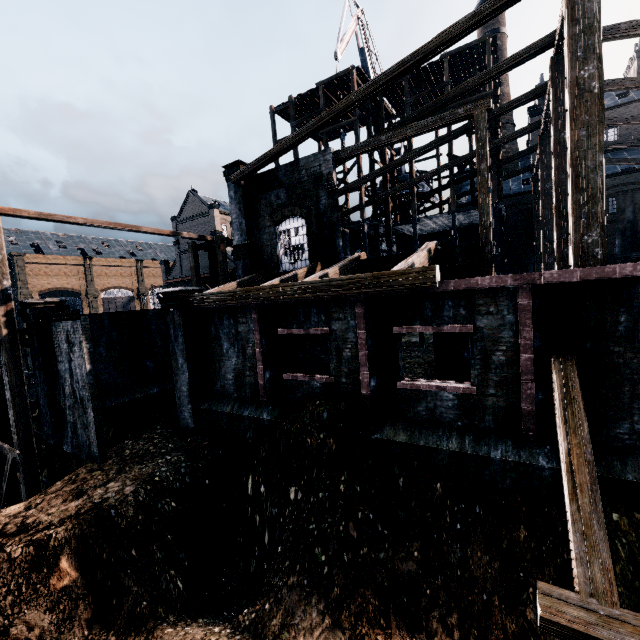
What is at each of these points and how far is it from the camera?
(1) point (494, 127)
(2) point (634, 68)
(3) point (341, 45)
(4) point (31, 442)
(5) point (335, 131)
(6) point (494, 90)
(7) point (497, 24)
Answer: (1) wooden scaffolding, 25.4m
(2) chimney, 37.0m
(3) crane, 28.8m
(4) wooden scaffolding, 14.2m
(5) wooden scaffolding, 34.8m
(6) wooden scaffolding, 23.1m
(7) chimney, 43.1m

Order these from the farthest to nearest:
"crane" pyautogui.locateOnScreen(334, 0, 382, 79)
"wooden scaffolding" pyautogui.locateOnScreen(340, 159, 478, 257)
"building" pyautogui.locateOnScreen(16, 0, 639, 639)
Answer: "crane" pyautogui.locateOnScreen(334, 0, 382, 79)
"wooden scaffolding" pyautogui.locateOnScreen(340, 159, 478, 257)
"building" pyautogui.locateOnScreen(16, 0, 639, 639)

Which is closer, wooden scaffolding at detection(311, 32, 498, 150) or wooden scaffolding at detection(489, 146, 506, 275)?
wooden scaffolding at detection(489, 146, 506, 275)

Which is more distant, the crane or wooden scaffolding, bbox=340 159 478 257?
the crane

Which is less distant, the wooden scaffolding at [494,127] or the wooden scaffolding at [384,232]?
the wooden scaffolding at [494,127]

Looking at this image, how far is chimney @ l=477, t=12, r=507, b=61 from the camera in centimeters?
4303cm

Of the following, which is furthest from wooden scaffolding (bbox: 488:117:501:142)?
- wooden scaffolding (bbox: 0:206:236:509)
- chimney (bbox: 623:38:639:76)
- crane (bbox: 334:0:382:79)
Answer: chimney (bbox: 623:38:639:76)

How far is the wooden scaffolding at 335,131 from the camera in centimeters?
2436cm
